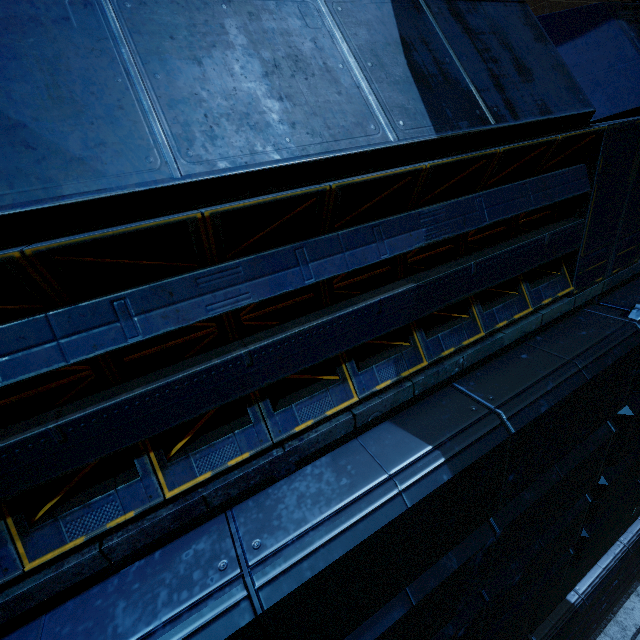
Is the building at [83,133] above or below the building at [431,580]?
above

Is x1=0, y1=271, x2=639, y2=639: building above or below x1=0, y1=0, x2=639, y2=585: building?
below

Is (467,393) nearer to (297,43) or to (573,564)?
(297,43)
